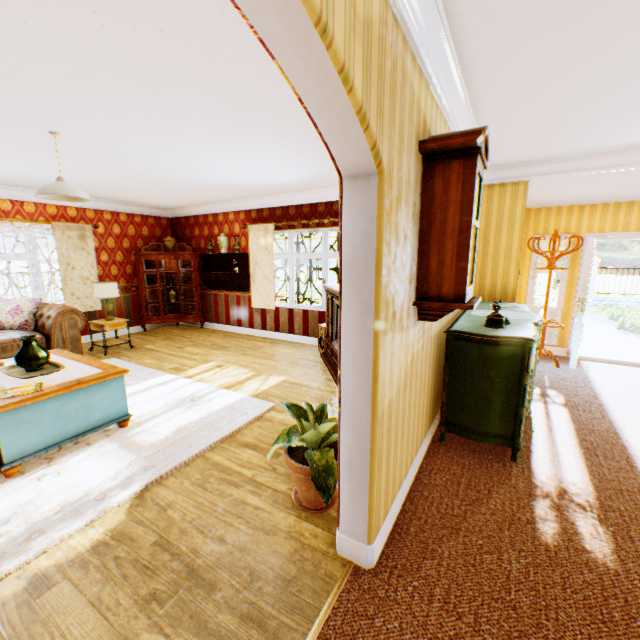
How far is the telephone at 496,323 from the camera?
3.1m

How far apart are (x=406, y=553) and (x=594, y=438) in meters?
2.7 m

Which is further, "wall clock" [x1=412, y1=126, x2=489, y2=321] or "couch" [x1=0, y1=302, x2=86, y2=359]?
"couch" [x1=0, y1=302, x2=86, y2=359]

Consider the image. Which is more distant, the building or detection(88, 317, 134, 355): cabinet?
detection(88, 317, 134, 355): cabinet

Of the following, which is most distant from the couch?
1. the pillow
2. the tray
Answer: the tray

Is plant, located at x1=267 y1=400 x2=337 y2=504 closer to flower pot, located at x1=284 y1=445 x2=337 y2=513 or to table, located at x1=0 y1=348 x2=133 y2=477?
flower pot, located at x1=284 y1=445 x2=337 y2=513

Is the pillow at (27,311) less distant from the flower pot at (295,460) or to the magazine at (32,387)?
the magazine at (32,387)

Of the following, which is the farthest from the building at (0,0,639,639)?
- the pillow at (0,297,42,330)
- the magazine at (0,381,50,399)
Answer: the magazine at (0,381,50,399)
